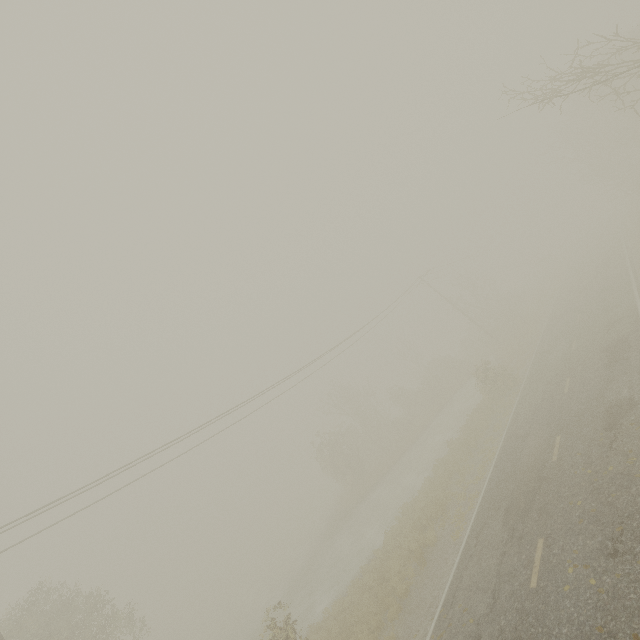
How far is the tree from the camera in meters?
33.1

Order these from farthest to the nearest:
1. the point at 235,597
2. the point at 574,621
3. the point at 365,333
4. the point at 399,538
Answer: the point at 235,597
the point at 365,333
the point at 399,538
the point at 574,621

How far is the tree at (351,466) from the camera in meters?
33.1 m
